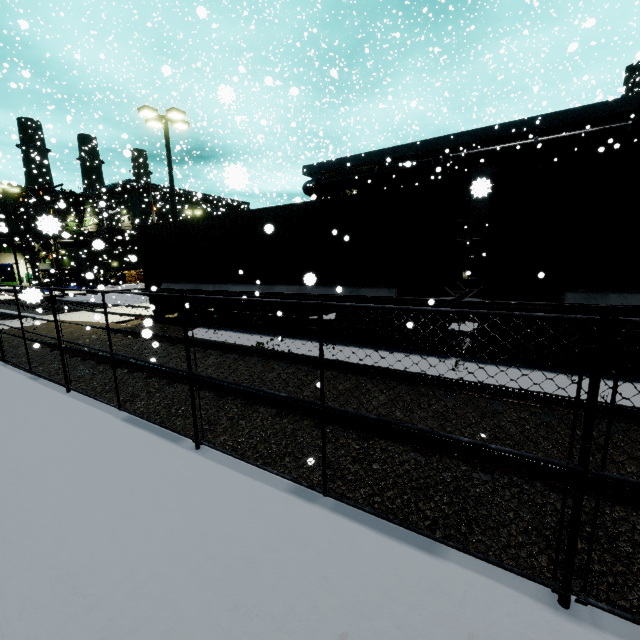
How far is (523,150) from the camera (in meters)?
19.31

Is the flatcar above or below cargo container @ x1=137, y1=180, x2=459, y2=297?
below

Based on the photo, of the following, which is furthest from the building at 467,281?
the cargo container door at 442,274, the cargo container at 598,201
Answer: the cargo container door at 442,274

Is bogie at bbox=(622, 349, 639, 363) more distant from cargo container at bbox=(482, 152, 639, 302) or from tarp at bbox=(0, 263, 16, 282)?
tarp at bbox=(0, 263, 16, 282)

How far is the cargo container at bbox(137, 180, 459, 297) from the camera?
7.7m

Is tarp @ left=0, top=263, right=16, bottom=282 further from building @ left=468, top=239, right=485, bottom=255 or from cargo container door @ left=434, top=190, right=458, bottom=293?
cargo container door @ left=434, top=190, right=458, bottom=293

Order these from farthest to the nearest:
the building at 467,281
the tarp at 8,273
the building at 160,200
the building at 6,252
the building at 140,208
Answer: the building at 6,252 → the building at 160,200 → the tarp at 8,273 → the building at 140,208 → the building at 467,281

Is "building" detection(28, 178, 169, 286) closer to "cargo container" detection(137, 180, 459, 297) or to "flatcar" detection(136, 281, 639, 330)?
"cargo container" detection(137, 180, 459, 297)
